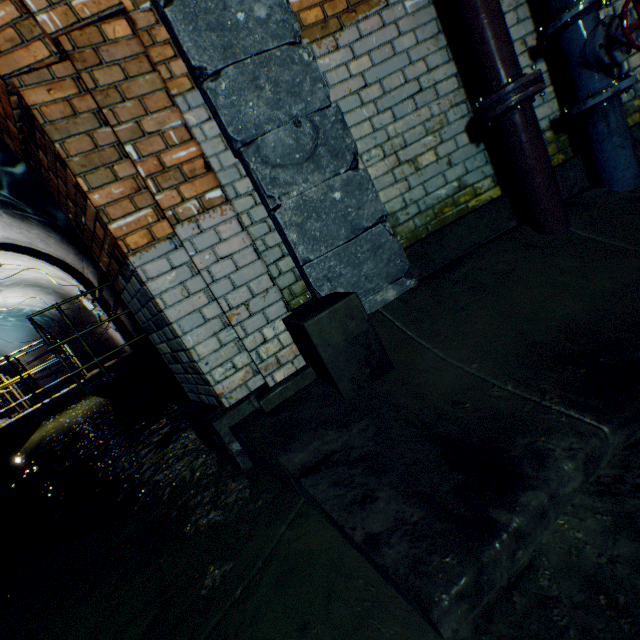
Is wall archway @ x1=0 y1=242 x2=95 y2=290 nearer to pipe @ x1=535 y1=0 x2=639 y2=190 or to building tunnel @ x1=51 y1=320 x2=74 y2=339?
building tunnel @ x1=51 y1=320 x2=74 y2=339

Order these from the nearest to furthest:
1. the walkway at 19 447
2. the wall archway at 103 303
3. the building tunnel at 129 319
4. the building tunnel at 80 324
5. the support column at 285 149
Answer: the support column at 285 149 < the walkway at 19 447 < the building tunnel at 129 319 < the wall archway at 103 303 < the building tunnel at 80 324

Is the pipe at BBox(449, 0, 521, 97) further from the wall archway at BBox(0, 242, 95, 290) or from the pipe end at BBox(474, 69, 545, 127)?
the wall archway at BBox(0, 242, 95, 290)

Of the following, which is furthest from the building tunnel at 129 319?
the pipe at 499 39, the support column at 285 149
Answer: the pipe at 499 39

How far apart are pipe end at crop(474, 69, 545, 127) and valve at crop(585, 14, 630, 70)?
0.30m

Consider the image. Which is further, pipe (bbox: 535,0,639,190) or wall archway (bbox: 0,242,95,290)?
wall archway (bbox: 0,242,95,290)

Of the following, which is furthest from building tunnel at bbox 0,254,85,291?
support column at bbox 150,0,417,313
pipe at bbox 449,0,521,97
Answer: pipe at bbox 449,0,521,97

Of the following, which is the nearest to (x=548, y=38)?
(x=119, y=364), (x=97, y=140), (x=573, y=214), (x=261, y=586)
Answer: (x=573, y=214)
